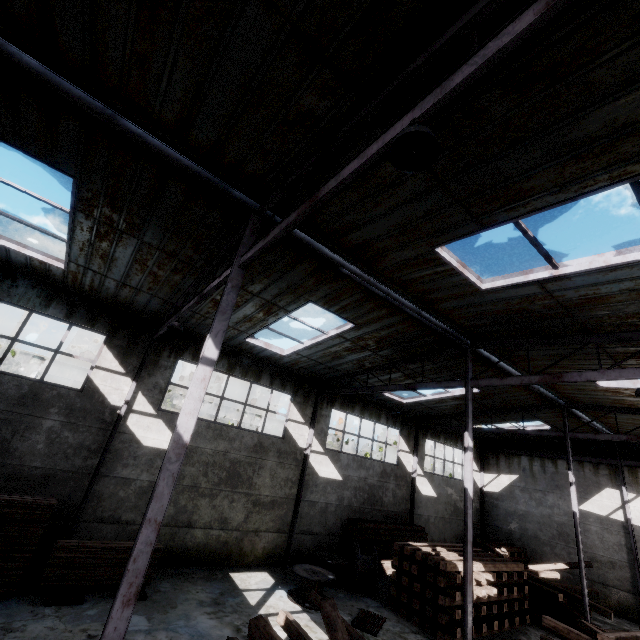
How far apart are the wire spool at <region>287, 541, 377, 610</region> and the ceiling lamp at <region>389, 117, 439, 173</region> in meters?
14.2

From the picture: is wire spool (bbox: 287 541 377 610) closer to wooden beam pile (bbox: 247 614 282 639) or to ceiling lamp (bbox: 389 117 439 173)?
wooden beam pile (bbox: 247 614 282 639)

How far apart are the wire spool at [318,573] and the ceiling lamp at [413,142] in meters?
14.2 m

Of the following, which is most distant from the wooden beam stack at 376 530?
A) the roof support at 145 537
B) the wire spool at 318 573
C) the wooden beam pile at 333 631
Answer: the roof support at 145 537

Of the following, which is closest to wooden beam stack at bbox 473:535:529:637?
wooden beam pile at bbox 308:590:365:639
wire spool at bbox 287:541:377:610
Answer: wire spool at bbox 287:541:377:610

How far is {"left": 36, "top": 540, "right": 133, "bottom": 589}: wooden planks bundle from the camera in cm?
808

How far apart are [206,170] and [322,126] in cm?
262

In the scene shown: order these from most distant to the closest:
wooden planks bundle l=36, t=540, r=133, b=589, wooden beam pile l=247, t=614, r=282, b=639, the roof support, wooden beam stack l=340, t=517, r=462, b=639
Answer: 1. wooden beam stack l=340, t=517, r=462, b=639
2. wooden planks bundle l=36, t=540, r=133, b=589
3. wooden beam pile l=247, t=614, r=282, b=639
4. the roof support
